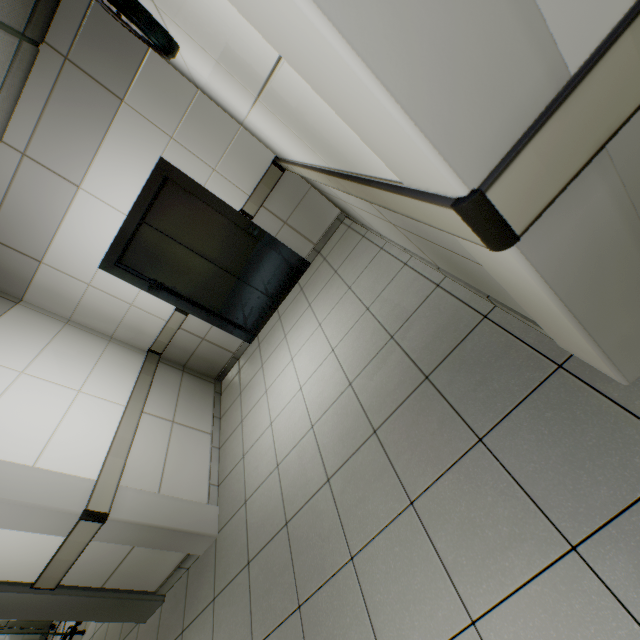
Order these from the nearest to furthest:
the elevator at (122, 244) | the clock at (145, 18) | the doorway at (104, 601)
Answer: the clock at (145, 18) < the doorway at (104, 601) < the elevator at (122, 244)

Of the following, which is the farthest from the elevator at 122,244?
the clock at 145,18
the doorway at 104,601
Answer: the doorway at 104,601

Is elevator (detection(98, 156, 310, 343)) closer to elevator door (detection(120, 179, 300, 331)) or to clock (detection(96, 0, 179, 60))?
elevator door (detection(120, 179, 300, 331))

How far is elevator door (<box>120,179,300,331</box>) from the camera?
3.86m

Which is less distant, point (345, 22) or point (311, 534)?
point (345, 22)

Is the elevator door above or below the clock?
below

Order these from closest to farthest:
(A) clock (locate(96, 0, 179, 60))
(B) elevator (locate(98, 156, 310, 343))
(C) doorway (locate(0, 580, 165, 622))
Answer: (A) clock (locate(96, 0, 179, 60))
(C) doorway (locate(0, 580, 165, 622))
(B) elevator (locate(98, 156, 310, 343))

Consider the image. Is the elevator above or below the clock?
below
